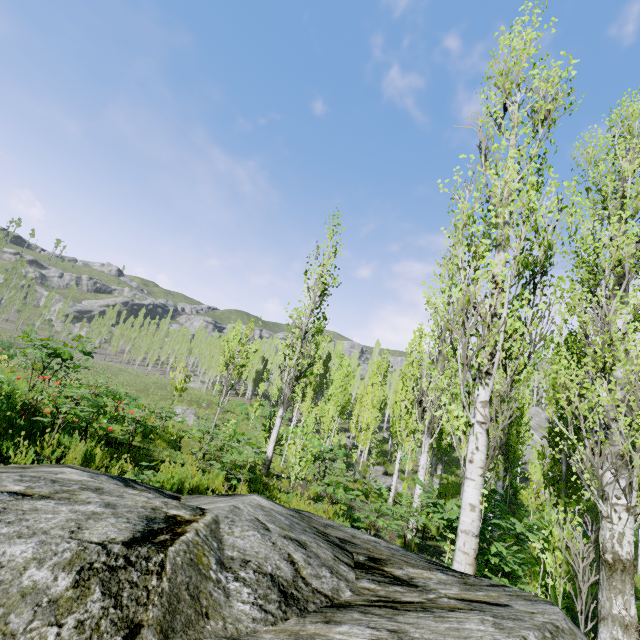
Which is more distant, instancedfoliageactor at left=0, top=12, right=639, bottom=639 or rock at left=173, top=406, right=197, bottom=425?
rock at left=173, top=406, right=197, bottom=425

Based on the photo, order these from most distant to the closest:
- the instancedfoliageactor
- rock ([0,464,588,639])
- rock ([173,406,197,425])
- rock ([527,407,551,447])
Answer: rock ([527,407,551,447]) < rock ([173,406,197,425]) < the instancedfoliageactor < rock ([0,464,588,639])

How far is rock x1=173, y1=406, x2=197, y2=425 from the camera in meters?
33.9 m

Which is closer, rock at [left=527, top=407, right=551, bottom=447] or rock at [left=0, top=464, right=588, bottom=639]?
rock at [left=0, top=464, right=588, bottom=639]

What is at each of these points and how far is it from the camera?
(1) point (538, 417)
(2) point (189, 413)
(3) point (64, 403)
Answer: (1) rock, 57.06m
(2) rock, 35.22m
(3) instancedfoliageactor, 6.07m

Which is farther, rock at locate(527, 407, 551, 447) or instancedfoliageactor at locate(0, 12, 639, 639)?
rock at locate(527, 407, 551, 447)

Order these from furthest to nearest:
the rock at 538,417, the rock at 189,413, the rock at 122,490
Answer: the rock at 538,417 < the rock at 189,413 < the rock at 122,490

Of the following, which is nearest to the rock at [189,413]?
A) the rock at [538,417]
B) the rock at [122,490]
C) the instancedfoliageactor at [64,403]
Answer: the instancedfoliageactor at [64,403]
